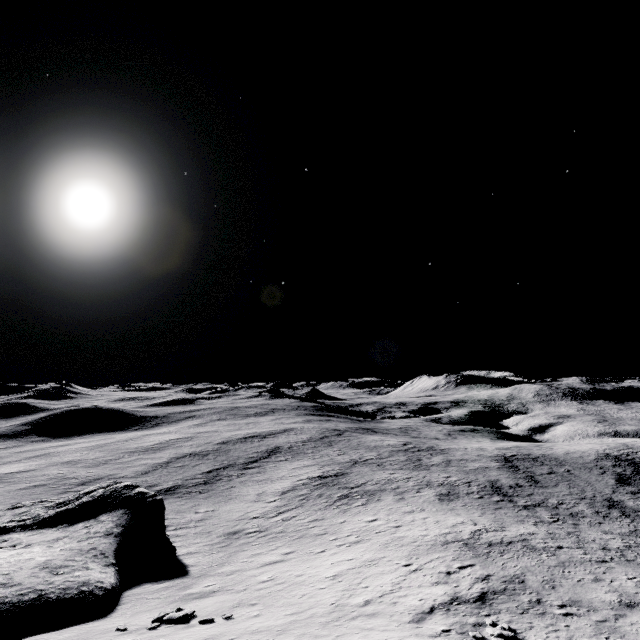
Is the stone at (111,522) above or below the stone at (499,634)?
below

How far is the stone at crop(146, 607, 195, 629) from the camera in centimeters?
1545cm

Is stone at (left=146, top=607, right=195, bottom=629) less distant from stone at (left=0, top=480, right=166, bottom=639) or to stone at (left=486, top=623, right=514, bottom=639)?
stone at (left=0, top=480, right=166, bottom=639)

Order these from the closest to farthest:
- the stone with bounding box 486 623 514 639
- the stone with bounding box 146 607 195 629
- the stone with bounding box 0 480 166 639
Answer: the stone with bounding box 486 623 514 639, the stone with bounding box 146 607 195 629, the stone with bounding box 0 480 166 639

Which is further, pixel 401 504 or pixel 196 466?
pixel 196 466

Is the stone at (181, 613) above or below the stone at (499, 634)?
below
